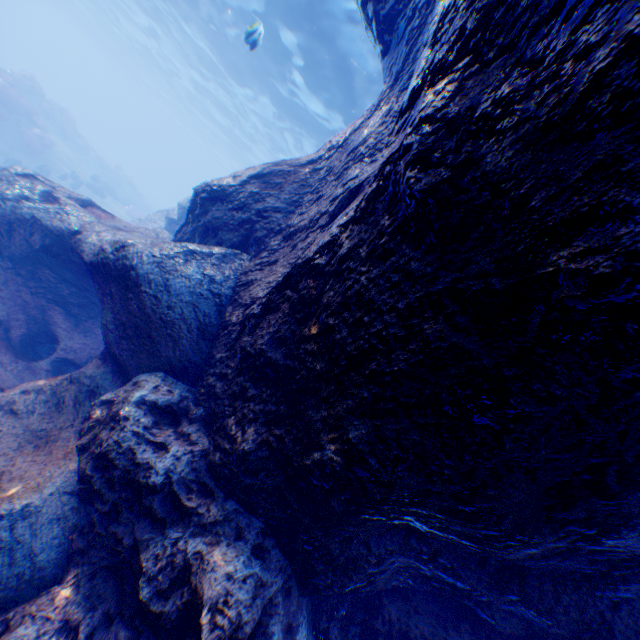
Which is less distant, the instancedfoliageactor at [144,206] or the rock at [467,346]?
the rock at [467,346]

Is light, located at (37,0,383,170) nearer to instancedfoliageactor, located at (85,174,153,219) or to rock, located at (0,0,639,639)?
rock, located at (0,0,639,639)

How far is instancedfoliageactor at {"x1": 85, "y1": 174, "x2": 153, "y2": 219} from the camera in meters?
23.5

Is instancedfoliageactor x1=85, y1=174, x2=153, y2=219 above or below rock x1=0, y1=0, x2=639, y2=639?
below

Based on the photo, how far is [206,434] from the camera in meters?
3.2

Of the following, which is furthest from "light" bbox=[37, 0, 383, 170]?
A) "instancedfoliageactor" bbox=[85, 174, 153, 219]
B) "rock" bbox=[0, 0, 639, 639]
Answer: "instancedfoliageactor" bbox=[85, 174, 153, 219]

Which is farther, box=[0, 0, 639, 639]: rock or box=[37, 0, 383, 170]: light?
box=[37, 0, 383, 170]: light

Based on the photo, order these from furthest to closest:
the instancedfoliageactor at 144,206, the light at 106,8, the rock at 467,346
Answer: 1. the instancedfoliageactor at 144,206
2. the light at 106,8
3. the rock at 467,346
